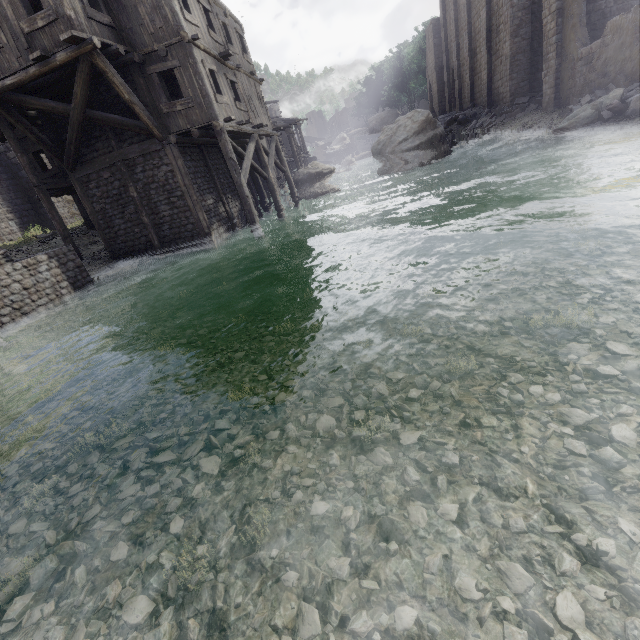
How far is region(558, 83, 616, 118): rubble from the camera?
15.0m

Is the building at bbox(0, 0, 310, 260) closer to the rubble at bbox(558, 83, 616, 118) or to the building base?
the rubble at bbox(558, 83, 616, 118)

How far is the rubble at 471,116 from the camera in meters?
22.3 m

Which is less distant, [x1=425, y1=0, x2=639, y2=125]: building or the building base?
the building base

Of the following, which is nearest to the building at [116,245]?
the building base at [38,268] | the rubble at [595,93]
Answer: the rubble at [595,93]

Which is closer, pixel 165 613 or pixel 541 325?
pixel 165 613

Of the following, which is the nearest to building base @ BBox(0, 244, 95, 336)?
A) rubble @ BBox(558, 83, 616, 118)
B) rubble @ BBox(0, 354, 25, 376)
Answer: rubble @ BBox(0, 354, 25, 376)
